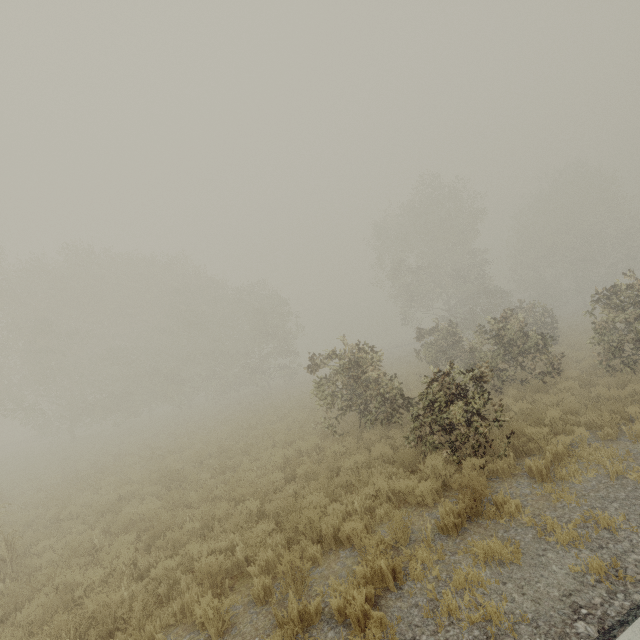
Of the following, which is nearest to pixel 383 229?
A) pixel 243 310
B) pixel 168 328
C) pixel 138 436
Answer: pixel 243 310

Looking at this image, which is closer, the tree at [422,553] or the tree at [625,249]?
the tree at [422,553]

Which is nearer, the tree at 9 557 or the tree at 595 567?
the tree at 595 567

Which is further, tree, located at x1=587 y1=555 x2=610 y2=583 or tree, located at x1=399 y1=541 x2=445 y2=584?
tree, located at x1=399 y1=541 x2=445 y2=584

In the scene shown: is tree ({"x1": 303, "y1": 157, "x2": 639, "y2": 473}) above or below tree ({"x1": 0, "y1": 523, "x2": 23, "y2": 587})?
above

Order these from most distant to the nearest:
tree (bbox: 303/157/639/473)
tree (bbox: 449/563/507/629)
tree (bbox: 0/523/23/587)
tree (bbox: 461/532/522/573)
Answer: tree (bbox: 303/157/639/473) → tree (bbox: 0/523/23/587) → tree (bbox: 461/532/522/573) → tree (bbox: 449/563/507/629)

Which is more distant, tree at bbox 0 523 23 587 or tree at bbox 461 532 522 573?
tree at bbox 0 523 23 587

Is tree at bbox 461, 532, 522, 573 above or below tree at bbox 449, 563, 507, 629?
above
